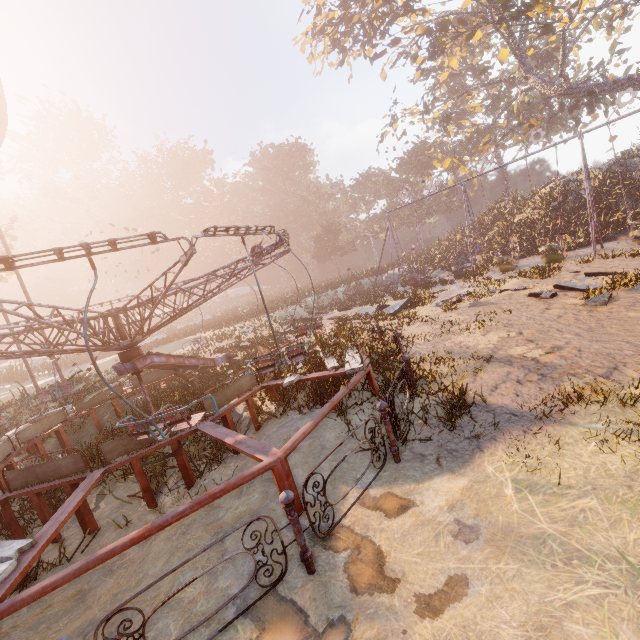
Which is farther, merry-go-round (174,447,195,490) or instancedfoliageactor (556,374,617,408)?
merry-go-round (174,447,195,490)

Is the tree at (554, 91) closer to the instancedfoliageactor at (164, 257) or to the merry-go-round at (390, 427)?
the instancedfoliageactor at (164, 257)

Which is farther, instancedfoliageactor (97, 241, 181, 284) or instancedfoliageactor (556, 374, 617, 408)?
instancedfoliageactor (97, 241, 181, 284)

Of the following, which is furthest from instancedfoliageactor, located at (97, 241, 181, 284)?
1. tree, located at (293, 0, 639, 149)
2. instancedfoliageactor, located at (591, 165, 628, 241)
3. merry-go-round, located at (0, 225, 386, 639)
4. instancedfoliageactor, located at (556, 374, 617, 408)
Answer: instancedfoliageactor, located at (591, 165, 628, 241)

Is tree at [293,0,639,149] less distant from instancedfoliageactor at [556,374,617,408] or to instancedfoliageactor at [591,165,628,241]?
instancedfoliageactor at [591,165,628,241]

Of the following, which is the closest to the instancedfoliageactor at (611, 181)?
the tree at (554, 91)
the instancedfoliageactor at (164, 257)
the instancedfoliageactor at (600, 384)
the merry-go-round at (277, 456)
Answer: the tree at (554, 91)

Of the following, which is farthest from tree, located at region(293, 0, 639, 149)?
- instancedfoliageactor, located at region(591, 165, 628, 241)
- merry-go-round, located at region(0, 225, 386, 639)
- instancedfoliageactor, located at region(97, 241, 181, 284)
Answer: merry-go-round, located at region(0, 225, 386, 639)

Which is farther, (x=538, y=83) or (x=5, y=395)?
(x=538, y=83)
